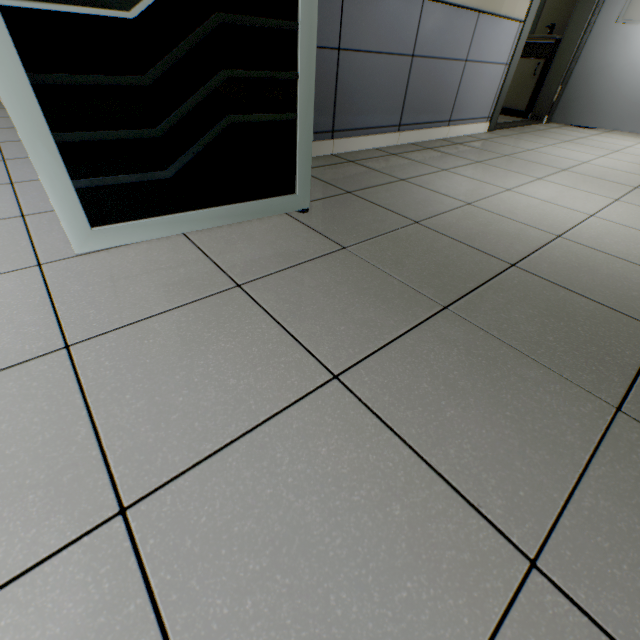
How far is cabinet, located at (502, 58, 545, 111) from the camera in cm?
464

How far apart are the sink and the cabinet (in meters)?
0.03

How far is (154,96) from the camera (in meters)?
1.06

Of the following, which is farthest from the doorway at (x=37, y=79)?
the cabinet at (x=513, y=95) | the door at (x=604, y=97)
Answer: the cabinet at (x=513, y=95)

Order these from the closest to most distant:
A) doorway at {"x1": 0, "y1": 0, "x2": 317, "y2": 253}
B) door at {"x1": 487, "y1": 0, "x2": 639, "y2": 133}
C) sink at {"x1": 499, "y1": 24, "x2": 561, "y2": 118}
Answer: doorway at {"x1": 0, "y1": 0, "x2": 317, "y2": 253} < door at {"x1": 487, "y1": 0, "x2": 639, "y2": 133} < sink at {"x1": 499, "y1": 24, "x2": 561, "y2": 118}

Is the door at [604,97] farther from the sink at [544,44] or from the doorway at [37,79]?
the doorway at [37,79]

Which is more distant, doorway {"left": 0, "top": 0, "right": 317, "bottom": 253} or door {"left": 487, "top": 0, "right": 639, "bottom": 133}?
door {"left": 487, "top": 0, "right": 639, "bottom": 133}

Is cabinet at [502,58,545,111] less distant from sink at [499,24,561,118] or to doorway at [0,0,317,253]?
sink at [499,24,561,118]
